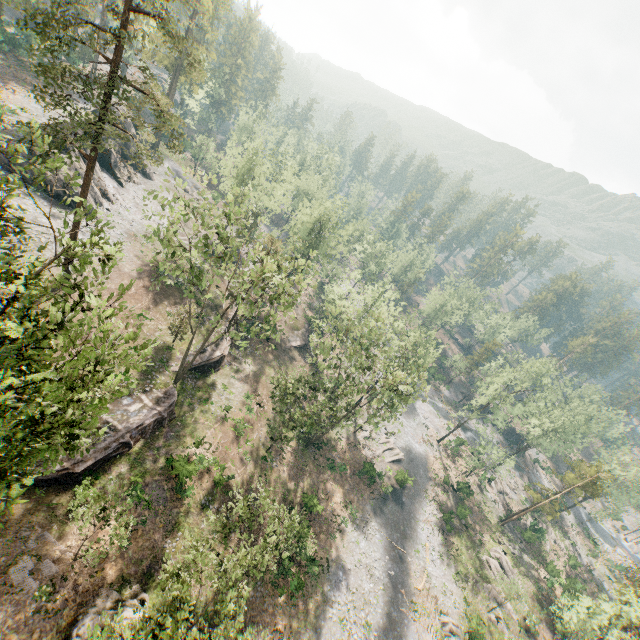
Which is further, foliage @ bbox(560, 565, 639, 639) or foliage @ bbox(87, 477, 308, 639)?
foliage @ bbox(560, 565, 639, 639)

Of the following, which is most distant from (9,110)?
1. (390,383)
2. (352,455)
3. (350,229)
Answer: (352,455)

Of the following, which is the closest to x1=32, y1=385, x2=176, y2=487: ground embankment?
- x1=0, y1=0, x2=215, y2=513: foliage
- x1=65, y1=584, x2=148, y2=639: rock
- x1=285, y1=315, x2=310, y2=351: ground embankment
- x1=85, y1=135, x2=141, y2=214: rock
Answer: x1=0, y1=0, x2=215, y2=513: foliage

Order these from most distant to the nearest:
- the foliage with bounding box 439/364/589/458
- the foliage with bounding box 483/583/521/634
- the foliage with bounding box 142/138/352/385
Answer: the foliage with bounding box 439/364/589/458 → the foliage with bounding box 483/583/521/634 → the foliage with bounding box 142/138/352/385

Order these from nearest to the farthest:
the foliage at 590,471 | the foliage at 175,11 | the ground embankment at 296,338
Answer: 1. the foliage at 175,11
2. the foliage at 590,471
3. the ground embankment at 296,338

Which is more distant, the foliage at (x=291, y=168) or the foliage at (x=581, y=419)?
the foliage at (x=581, y=419)

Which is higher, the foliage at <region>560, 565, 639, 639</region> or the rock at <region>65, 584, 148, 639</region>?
the foliage at <region>560, 565, 639, 639</region>

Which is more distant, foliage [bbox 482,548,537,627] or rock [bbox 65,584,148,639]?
foliage [bbox 482,548,537,627]
